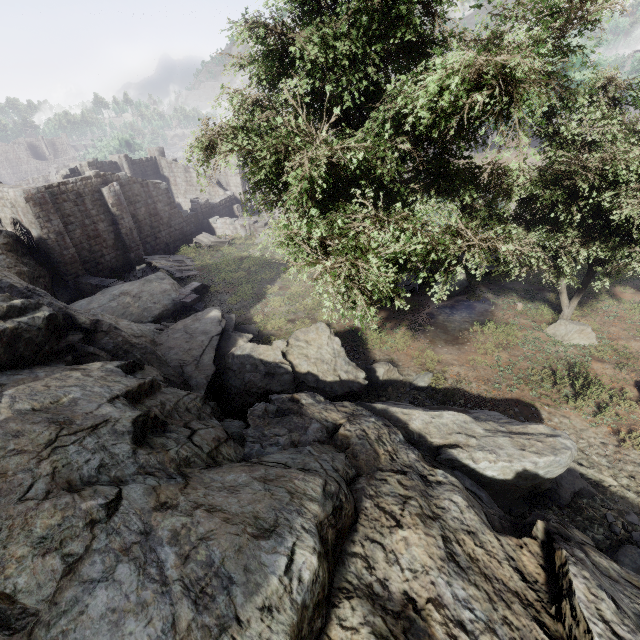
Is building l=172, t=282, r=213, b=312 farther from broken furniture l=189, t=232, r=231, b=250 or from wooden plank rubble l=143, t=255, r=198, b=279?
broken furniture l=189, t=232, r=231, b=250

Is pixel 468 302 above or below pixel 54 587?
below

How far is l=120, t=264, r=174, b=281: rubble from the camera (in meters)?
24.11

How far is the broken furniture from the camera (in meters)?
29.59

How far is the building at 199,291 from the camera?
19.0m

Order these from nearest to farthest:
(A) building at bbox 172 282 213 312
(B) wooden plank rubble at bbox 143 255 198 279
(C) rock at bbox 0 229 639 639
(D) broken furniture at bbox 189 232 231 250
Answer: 1. (C) rock at bbox 0 229 639 639
2. (A) building at bbox 172 282 213 312
3. (B) wooden plank rubble at bbox 143 255 198 279
4. (D) broken furniture at bbox 189 232 231 250

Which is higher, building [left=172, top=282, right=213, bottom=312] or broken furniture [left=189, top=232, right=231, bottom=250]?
building [left=172, top=282, right=213, bottom=312]

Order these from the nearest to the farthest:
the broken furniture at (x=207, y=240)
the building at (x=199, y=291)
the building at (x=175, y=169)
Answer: the building at (x=199, y=291), the building at (x=175, y=169), the broken furniture at (x=207, y=240)
